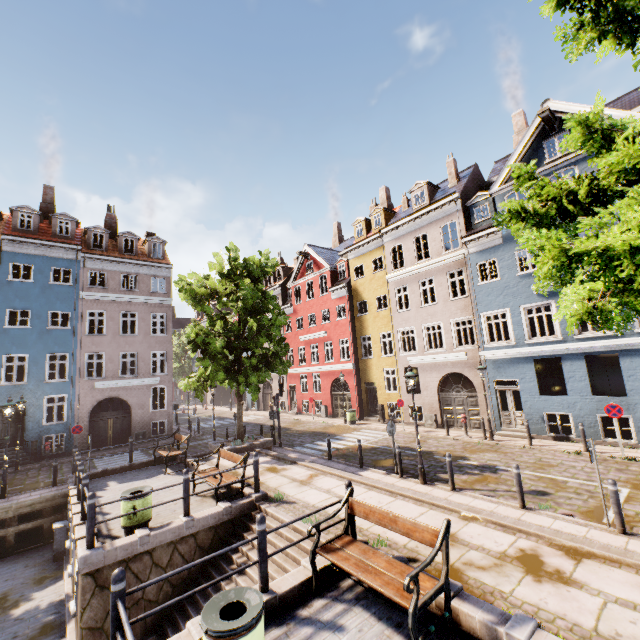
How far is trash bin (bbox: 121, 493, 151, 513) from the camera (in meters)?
7.90

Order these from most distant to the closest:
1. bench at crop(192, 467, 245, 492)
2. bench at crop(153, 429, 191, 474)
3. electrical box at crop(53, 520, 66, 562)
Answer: bench at crop(153, 429, 191, 474), electrical box at crop(53, 520, 66, 562), bench at crop(192, 467, 245, 492)

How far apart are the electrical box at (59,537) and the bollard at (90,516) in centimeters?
395cm

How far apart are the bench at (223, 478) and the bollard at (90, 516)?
2.8m

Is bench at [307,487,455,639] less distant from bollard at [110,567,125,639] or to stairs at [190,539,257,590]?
stairs at [190,539,257,590]

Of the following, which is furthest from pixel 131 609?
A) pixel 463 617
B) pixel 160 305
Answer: pixel 160 305

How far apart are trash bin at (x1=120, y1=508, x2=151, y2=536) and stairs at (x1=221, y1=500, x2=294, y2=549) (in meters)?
1.61
